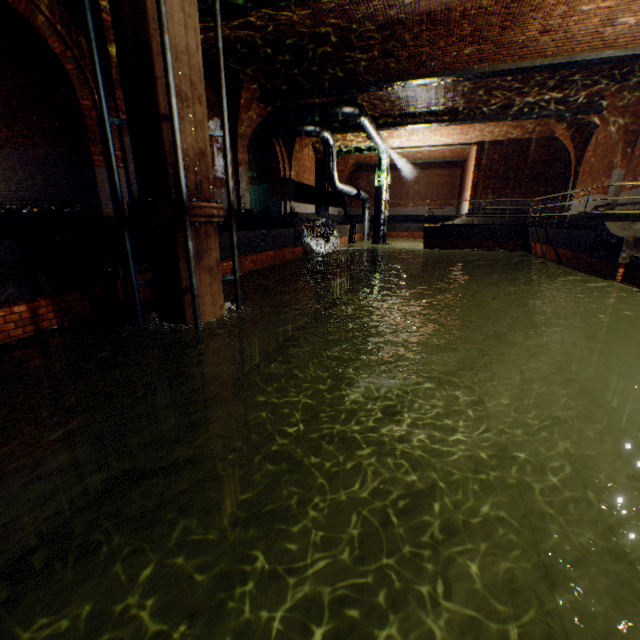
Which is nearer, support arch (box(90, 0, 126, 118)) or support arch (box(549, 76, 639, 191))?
support arch (box(90, 0, 126, 118))

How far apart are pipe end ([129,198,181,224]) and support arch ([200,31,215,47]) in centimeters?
368cm

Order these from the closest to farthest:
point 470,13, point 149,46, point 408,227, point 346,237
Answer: point 149,46 → point 470,13 → point 346,237 → point 408,227

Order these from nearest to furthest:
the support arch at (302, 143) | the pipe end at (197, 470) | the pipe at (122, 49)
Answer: the pipe at (122, 49) → the pipe end at (197, 470) → the support arch at (302, 143)

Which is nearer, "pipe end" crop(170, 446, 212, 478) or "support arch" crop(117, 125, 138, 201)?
"pipe end" crop(170, 446, 212, 478)

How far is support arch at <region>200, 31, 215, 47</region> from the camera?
7.8m

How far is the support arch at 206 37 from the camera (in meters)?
7.79

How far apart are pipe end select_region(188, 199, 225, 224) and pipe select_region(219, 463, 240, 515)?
4.2 meters
